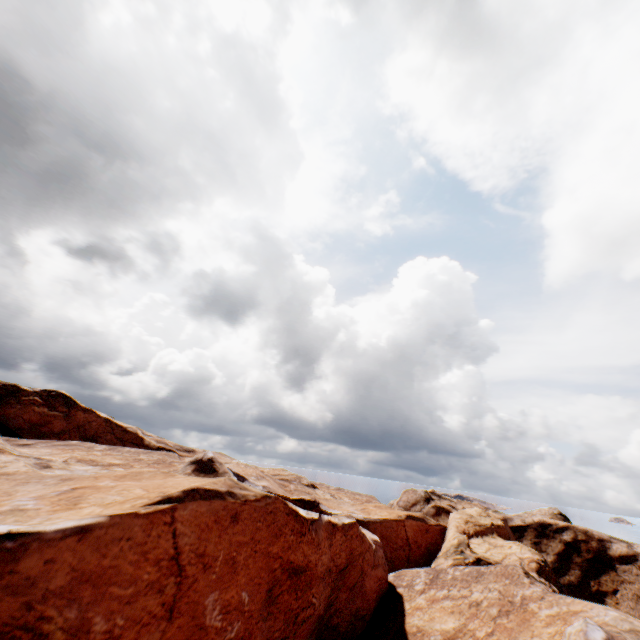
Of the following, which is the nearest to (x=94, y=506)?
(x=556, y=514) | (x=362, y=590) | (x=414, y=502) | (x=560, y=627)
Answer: (x=362, y=590)
